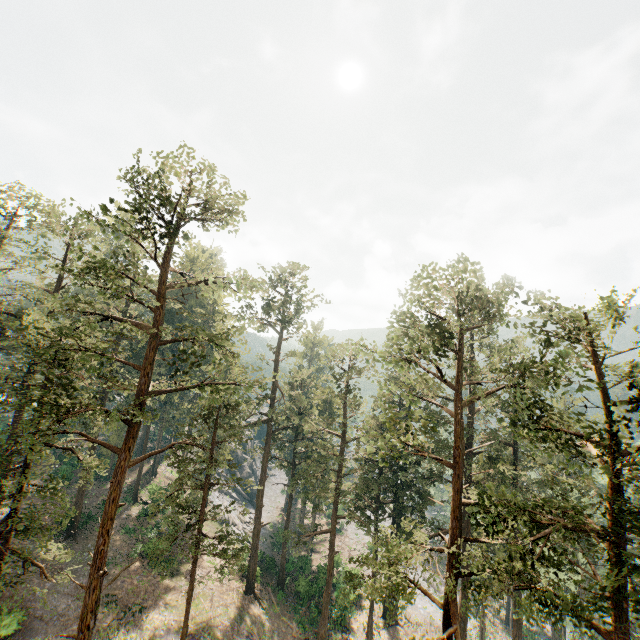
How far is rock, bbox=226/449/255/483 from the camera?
56.4m

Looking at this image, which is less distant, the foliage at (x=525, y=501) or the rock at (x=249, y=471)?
the foliage at (x=525, y=501)

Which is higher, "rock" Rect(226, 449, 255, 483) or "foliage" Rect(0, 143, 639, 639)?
"foliage" Rect(0, 143, 639, 639)

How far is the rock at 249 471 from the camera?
56.4m

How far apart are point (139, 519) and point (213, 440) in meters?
23.5 m

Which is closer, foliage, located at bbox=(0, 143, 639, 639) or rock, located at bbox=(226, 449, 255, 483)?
foliage, located at bbox=(0, 143, 639, 639)
